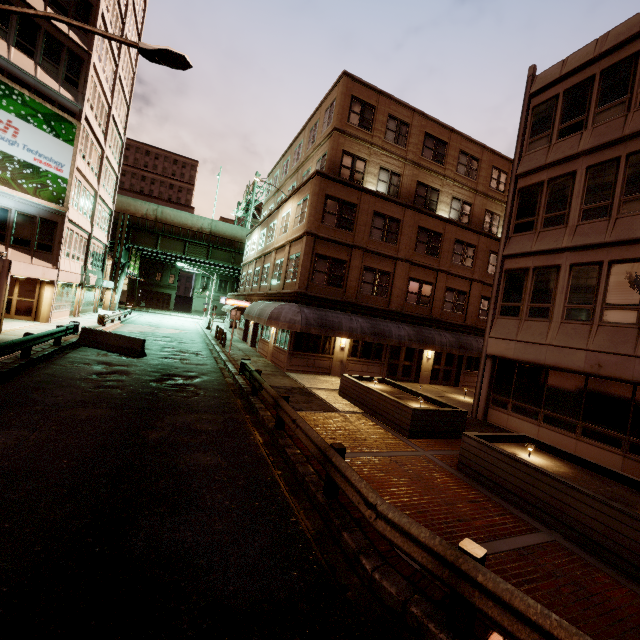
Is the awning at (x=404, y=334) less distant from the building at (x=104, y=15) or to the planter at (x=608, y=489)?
the planter at (x=608, y=489)

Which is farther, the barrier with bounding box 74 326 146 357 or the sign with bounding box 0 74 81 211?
the sign with bounding box 0 74 81 211

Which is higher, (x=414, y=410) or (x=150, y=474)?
(x=414, y=410)

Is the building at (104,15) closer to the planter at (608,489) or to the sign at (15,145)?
the sign at (15,145)

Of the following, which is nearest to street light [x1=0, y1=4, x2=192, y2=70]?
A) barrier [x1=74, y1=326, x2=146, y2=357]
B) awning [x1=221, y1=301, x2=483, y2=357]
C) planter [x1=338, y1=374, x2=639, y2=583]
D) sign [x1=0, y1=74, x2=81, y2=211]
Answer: barrier [x1=74, y1=326, x2=146, y2=357]

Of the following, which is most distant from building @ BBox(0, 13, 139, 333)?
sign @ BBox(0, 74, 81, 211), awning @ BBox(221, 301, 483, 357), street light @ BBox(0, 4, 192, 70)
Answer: awning @ BBox(221, 301, 483, 357)

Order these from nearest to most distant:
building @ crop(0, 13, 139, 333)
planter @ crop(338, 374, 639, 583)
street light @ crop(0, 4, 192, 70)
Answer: planter @ crop(338, 374, 639, 583) → street light @ crop(0, 4, 192, 70) → building @ crop(0, 13, 139, 333)

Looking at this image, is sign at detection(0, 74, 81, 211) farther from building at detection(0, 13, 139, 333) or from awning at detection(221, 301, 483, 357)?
awning at detection(221, 301, 483, 357)
